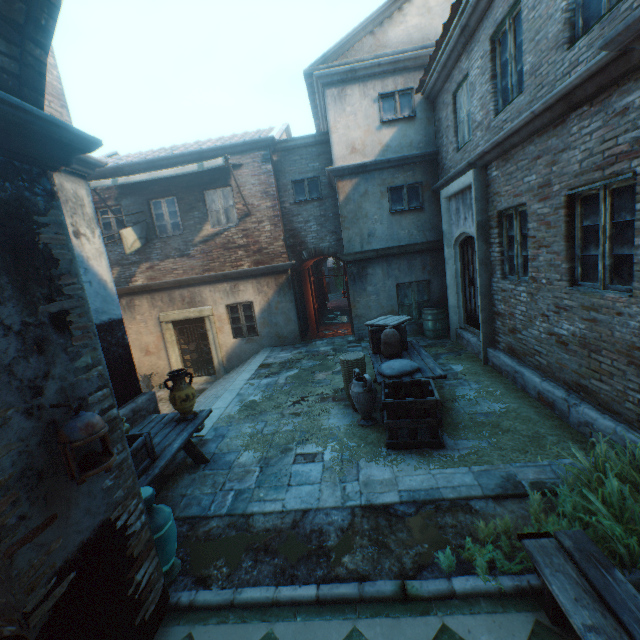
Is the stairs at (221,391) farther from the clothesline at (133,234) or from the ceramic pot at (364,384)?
the clothesline at (133,234)

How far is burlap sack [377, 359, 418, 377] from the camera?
5.3 meters

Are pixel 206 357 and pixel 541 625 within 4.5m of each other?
no

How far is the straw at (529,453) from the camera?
4.1 meters

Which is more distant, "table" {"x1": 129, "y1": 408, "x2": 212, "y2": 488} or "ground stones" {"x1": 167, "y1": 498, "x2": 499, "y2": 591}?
"table" {"x1": 129, "y1": 408, "x2": 212, "y2": 488}

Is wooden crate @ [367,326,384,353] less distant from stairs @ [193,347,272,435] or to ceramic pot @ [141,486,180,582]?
stairs @ [193,347,272,435]

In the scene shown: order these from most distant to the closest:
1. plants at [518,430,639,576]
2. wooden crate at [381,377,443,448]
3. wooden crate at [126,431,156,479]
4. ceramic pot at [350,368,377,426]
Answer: ceramic pot at [350,368,377,426] < wooden crate at [381,377,443,448] < wooden crate at [126,431,156,479] < plants at [518,430,639,576]

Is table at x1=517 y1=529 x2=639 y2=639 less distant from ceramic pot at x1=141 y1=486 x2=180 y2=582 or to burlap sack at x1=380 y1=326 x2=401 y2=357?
ceramic pot at x1=141 y1=486 x2=180 y2=582
